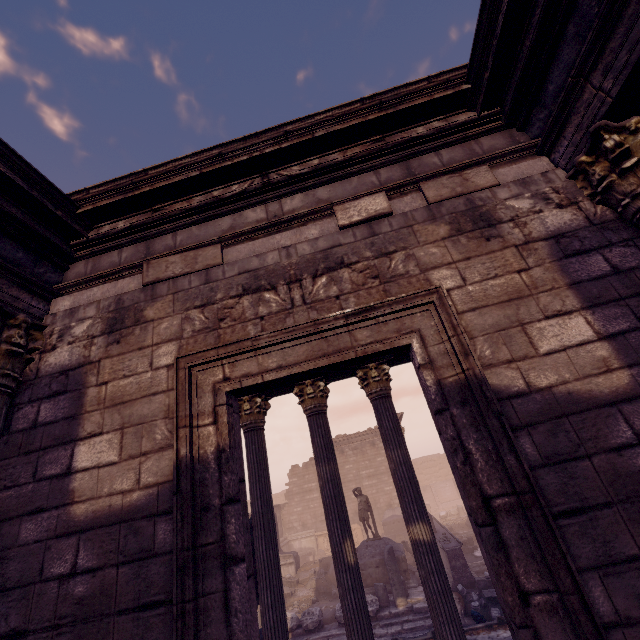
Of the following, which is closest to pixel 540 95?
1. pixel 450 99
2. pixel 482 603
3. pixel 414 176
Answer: pixel 450 99

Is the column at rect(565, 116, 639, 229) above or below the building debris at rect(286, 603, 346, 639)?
above

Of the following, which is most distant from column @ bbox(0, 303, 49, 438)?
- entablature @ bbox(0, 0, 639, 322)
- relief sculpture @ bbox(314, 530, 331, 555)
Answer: relief sculpture @ bbox(314, 530, 331, 555)

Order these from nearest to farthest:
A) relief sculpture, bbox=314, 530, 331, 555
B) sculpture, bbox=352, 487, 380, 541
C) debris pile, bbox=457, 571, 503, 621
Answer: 1. debris pile, bbox=457, 571, 503, 621
2. sculpture, bbox=352, 487, 380, 541
3. relief sculpture, bbox=314, 530, 331, 555

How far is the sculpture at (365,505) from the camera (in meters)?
14.55

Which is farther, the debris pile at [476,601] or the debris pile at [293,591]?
the debris pile at [293,591]

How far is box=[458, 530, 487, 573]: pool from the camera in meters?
13.3

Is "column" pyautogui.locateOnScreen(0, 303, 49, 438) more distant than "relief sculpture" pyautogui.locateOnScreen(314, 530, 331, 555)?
No
